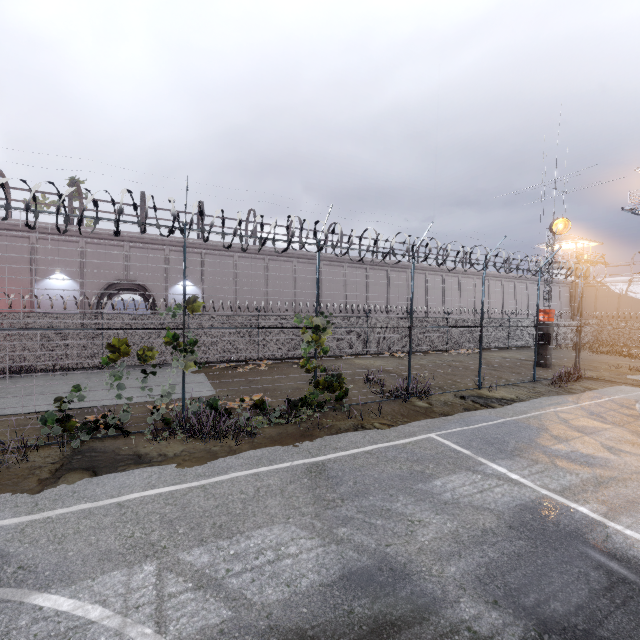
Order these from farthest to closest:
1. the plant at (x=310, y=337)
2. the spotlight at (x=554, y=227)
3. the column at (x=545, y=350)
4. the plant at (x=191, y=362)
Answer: the column at (x=545, y=350) < the spotlight at (x=554, y=227) < the plant at (x=310, y=337) < the plant at (x=191, y=362)

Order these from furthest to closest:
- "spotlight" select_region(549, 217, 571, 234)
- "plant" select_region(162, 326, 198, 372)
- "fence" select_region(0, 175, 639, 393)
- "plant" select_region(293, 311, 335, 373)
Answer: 1. "spotlight" select_region(549, 217, 571, 234)
2. "plant" select_region(293, 311, 335, 373)
3. "plant" select_region(162, 326, 198, 372)
4. "fence" select_region(0, 175, 639, 393)

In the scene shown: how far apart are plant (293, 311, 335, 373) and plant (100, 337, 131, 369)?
4.4 meters

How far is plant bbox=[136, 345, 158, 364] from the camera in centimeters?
816cm

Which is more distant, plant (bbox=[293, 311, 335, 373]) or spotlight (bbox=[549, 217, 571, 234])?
spotlight (bbox=[549, 217, 571, 234])

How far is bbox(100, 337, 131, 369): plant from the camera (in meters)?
7.88

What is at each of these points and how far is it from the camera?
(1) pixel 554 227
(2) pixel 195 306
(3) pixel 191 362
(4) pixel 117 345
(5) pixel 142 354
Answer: (1) spotlight, 19.8m
(2) plant, 8.6m
(3) plant, 8.7m
(4) plant, 7.9m
(5) plant, 8.2m

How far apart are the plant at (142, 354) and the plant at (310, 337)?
3.9 meters
